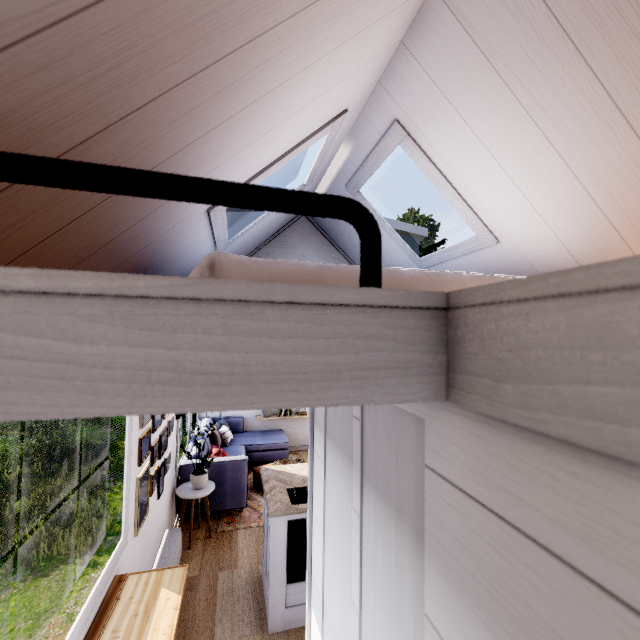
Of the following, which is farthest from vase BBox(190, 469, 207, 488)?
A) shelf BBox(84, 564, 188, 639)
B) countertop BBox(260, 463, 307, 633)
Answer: shelf BBox(84, 564, 188, 639)

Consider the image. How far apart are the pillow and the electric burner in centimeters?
276cm

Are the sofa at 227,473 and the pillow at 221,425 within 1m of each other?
yes

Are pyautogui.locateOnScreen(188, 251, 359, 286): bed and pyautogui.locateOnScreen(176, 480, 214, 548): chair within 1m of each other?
no

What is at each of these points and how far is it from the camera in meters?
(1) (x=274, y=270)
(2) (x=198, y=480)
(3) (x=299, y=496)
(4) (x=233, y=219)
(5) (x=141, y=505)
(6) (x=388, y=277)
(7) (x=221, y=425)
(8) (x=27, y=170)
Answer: (1) bed, 1.1
(2) vase, 4.0
(3) electric burner, 3.1
(4) building, 3.3
(5) painting, 2.6
(6) bed, 1.3
(7) pillow, 6.4
(8) metal rail, 0.4

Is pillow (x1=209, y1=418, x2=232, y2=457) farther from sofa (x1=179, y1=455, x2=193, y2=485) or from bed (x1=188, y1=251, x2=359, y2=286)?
bed (x1=188, y1=251, x2=359, y2=286)

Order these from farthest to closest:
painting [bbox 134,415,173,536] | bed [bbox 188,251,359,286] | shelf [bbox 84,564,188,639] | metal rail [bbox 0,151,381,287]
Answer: painting [bbox 134,415,173,536], shelf [bbox 84,564,188,639], bed [bbox 188,251,359,286], metal rail [bbox 0,151,381,287]

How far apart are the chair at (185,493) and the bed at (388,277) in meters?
2.5
